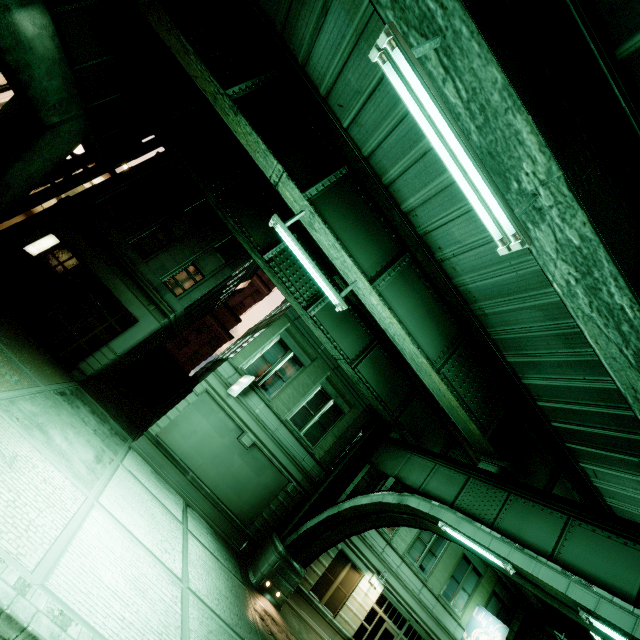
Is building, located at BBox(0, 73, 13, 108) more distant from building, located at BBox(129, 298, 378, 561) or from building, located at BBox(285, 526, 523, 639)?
building, located at BBox(285, 526, 523, 639)

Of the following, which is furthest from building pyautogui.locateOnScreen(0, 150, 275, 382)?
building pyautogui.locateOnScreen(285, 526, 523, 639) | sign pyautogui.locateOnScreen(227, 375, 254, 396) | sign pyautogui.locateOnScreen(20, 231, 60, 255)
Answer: building pyautogui.locateOnScreen(285, 526, 523, 639)

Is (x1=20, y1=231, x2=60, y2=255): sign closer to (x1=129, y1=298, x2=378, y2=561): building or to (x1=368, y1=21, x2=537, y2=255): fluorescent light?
(x1=129, y1=298, x2=378, y2=561): building

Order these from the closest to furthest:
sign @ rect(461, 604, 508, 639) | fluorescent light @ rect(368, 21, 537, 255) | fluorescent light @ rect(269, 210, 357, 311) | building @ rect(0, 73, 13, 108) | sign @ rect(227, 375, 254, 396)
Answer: fluorescent light @ rect(368, 21, 537, 255)
fluorescent light @ rect(269, 210, 357, 311)
sign @ rect(227, 375, 254, 396)
building @ rect(0, 73, 13, 108)
sign @ rect(461, 604, 508, 639)

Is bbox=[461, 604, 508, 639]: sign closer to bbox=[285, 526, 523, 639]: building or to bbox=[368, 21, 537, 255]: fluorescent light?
bbox=[285, 526, 523, 639]: building

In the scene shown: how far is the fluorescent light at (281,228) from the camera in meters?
9.1

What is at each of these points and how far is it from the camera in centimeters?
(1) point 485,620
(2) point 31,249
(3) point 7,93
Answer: (1) sign, 1856cm
(2) sign, 1498cm
(3) building, 1639cm

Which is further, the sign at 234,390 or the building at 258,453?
the building at 258,453
